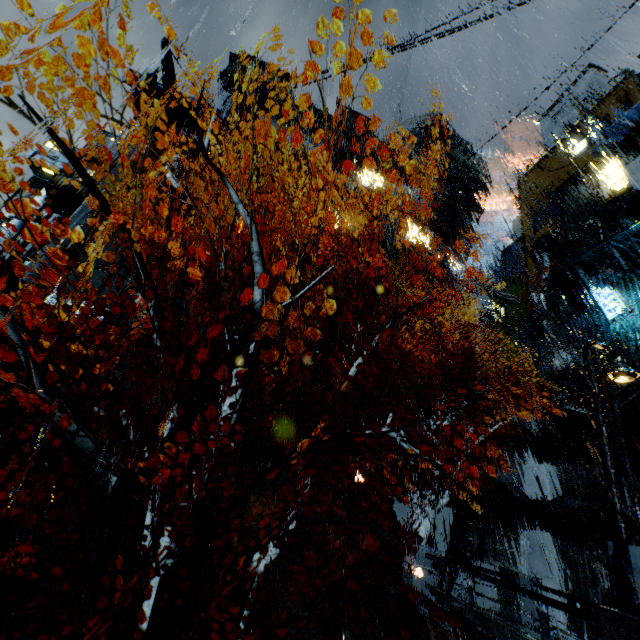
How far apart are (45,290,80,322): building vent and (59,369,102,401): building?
8.1m

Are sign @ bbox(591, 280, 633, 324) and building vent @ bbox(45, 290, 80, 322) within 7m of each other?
no

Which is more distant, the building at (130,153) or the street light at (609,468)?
the building at (130,153)

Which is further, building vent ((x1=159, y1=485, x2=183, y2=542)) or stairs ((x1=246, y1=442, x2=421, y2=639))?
building vent ((x1=159, y1=485, x2=183, y2=542))

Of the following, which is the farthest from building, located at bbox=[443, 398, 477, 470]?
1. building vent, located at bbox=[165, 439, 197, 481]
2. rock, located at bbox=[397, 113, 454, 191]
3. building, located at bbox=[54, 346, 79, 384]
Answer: rock, located at bbox=[397, 113, 454, 191]

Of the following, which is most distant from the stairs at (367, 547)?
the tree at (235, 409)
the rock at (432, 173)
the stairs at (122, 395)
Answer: the rock at (432, 173)

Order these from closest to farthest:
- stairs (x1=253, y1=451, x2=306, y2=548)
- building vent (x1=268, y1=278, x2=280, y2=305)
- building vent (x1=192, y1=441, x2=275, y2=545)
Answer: stairs (x1=253, y1=451, x2=306, y2=548)
building vent (x1=192, y1=441, x2=275, y2=545)
building vent (x1=268, y1=278, x2=280, y2=305)

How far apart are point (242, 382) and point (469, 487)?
18.8m
